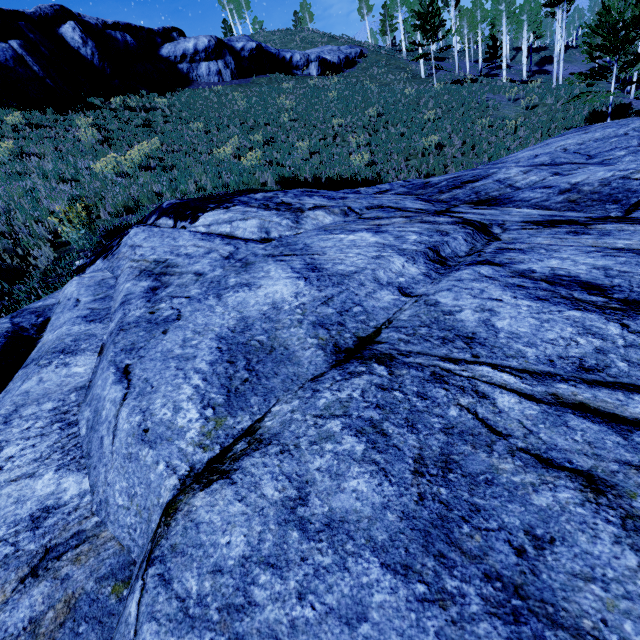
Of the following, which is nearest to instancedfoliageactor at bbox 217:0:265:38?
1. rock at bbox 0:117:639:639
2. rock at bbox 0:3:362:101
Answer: rock at bbox 0:3:362:101

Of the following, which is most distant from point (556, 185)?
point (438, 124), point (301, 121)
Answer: point (301, 121)

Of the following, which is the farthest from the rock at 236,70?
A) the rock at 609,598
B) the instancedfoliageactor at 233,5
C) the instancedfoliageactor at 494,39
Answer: the instancedfoliageactor at 233,5

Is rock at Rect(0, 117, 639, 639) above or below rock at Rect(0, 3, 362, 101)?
below

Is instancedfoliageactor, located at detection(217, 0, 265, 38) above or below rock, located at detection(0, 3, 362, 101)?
above

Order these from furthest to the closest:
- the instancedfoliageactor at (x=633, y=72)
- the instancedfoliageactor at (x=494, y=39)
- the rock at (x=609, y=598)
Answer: the instancedfoliageactor at (x=494, y=39)
the instancedfoliageactor at (x=633, y=72)
the rock at (x=609, y=598)

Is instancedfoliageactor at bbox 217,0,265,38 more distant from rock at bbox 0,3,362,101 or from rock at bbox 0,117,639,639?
rock at bbox 0,117,639,639

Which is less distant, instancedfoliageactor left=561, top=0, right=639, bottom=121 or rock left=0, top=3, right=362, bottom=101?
instancedfoliageactor left=561, top=0, right=639, bottom=121
